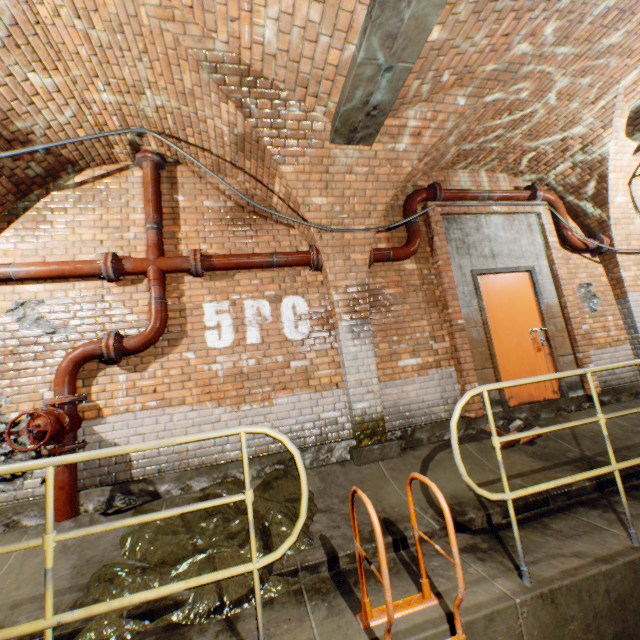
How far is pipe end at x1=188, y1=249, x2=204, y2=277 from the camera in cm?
405

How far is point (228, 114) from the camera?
3.5 meters

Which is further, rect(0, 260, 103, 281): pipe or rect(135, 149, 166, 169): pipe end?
rect(135, 149, 166, 169): pipe end

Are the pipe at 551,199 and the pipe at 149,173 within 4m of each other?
no

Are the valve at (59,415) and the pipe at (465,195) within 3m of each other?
no

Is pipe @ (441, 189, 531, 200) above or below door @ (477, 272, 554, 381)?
above

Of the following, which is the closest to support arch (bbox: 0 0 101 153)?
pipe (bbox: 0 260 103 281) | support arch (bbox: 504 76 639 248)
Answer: pipe (bbox: 0 260 103 281)

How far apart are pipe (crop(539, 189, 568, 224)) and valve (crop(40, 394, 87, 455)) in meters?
7.5
